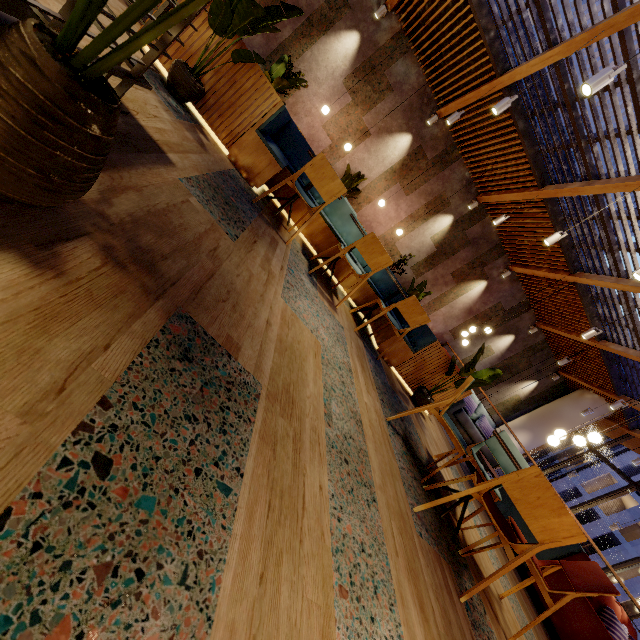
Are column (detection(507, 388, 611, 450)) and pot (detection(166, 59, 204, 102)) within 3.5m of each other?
no

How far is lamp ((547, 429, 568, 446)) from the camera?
5.92m

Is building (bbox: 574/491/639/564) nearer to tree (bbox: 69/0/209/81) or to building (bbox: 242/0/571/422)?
building (bbox: 242/0/571/422)

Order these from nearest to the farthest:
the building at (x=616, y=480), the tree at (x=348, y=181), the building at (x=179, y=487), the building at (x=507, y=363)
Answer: the building at (x=179, y=487) → the building at (x=507, y=363) → the tree at (x=348, y=181) → the building at (x=616, y=480)

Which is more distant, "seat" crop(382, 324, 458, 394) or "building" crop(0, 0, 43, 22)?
"seat" crop(382, 324, 458, 394)

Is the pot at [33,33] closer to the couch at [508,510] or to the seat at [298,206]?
the seat at [298,206]

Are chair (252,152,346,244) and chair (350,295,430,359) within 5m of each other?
yes

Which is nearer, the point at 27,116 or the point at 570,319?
the point at 27,116
